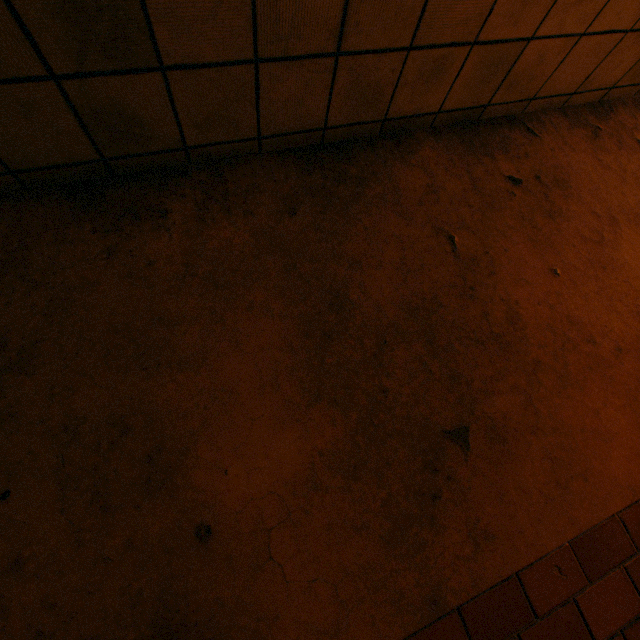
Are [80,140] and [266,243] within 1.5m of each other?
yes
